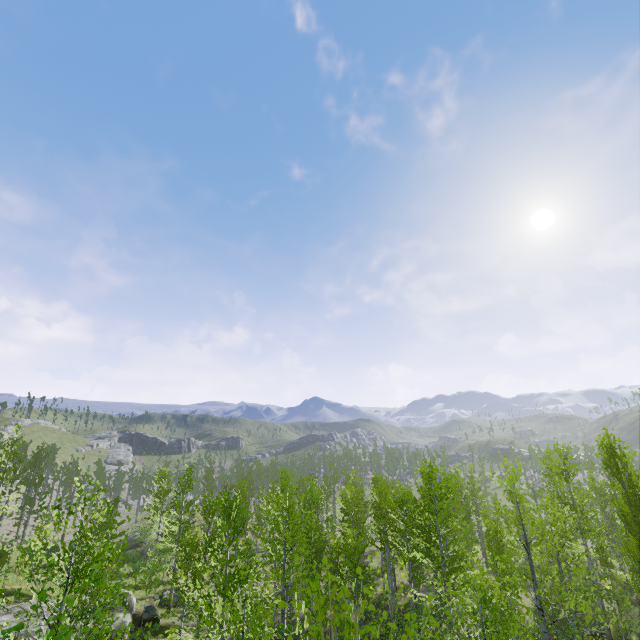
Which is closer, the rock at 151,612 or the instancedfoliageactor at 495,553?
the instancedfoliageactor at 495,553

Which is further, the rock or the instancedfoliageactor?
the rock

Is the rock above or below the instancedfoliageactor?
below

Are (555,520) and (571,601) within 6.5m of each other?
yes

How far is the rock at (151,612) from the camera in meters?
23.1

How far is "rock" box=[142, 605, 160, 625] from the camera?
23.09m
